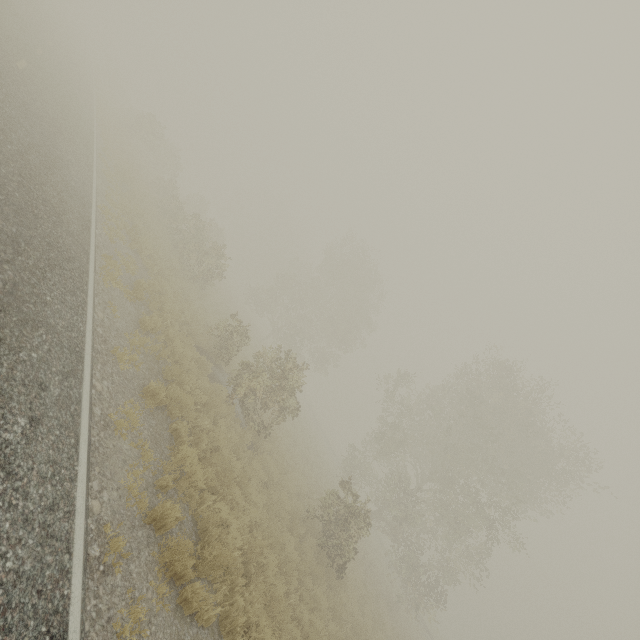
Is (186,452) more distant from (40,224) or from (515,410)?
A: (515,410)

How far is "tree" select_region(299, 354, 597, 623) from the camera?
18.7m

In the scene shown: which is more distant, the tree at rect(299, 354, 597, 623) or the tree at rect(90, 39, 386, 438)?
the tree at rect(299, 354, 597, 623)

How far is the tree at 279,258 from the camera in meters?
14.7
